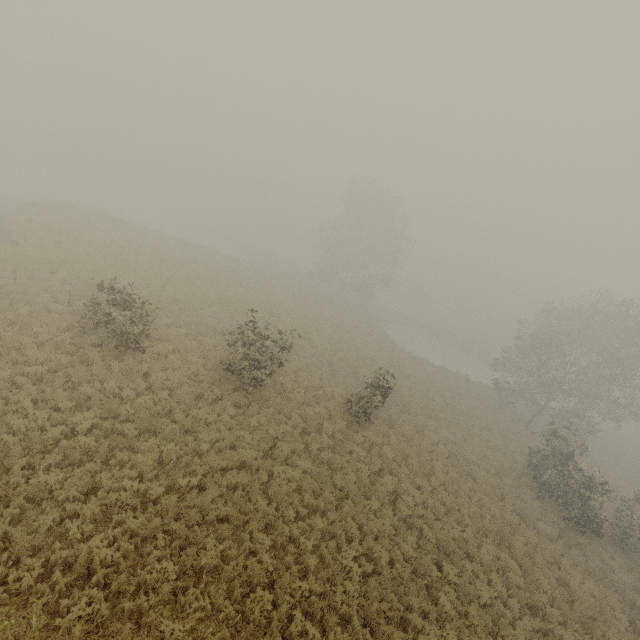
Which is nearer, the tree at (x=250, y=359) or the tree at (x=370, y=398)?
the tree at (x=250, y=359)

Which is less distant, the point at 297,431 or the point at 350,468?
the point at 350,468

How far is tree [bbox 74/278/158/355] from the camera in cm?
1322

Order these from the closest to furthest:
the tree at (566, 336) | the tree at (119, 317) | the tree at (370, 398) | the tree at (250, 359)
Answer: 1. the tree at (119, 317)
2. the tree at (250, 359)
3. the tree at (370, 398)
4. the tree at (566, 336)

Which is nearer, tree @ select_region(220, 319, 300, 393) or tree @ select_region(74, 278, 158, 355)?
tree @ select_region(74, 278, 158, 355)
